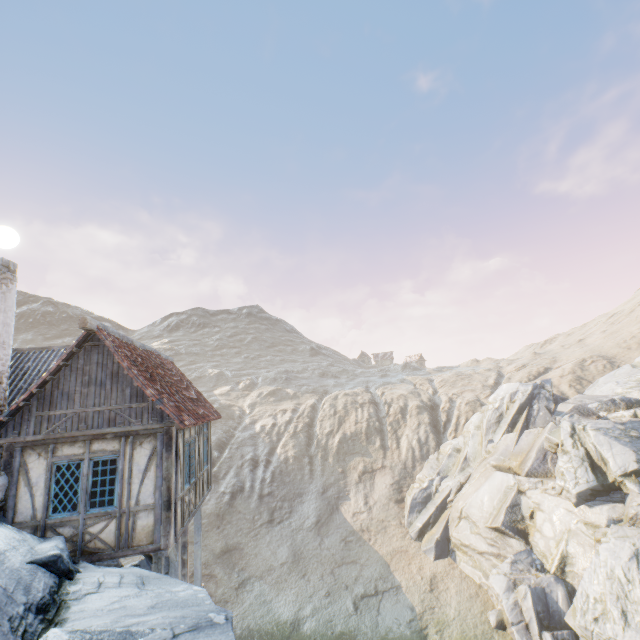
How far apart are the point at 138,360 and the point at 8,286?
3.9 meters

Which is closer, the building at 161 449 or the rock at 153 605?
the rock at 153 605

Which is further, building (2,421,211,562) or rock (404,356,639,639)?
rock (404,356,639,639)

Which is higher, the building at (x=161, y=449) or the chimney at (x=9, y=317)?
the chimney at (x=9, y=317)

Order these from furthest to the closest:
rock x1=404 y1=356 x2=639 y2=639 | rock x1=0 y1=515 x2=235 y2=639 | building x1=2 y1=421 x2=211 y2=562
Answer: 1. rock x1=404 y1=356 x2=639 y2=639
2. building x1=2 y1=421 x2=211 y2=562
3. rock x1=0 y1=515 x2=235 y2=639

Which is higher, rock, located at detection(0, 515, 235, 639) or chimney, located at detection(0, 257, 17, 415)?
chimney, located at detection(0, 257, 17, 415)

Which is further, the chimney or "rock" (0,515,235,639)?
the chimney
